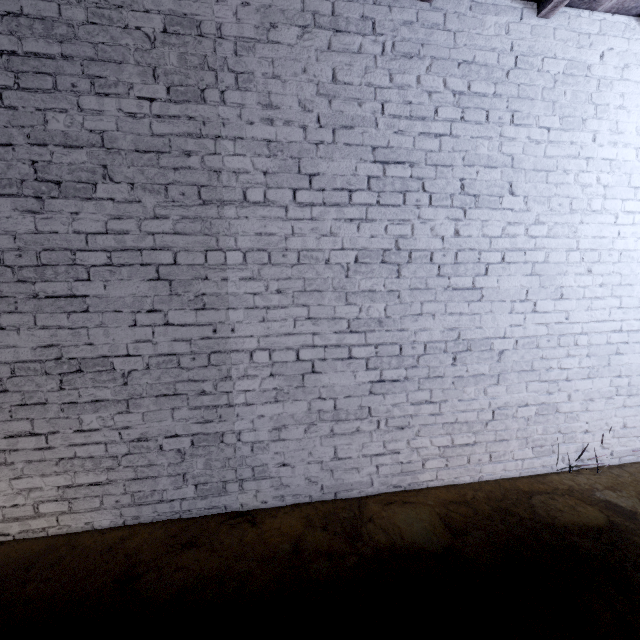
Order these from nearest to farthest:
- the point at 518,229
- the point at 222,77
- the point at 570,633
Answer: the point at 570,633 < the point at 222,77 < the point at 518,229
